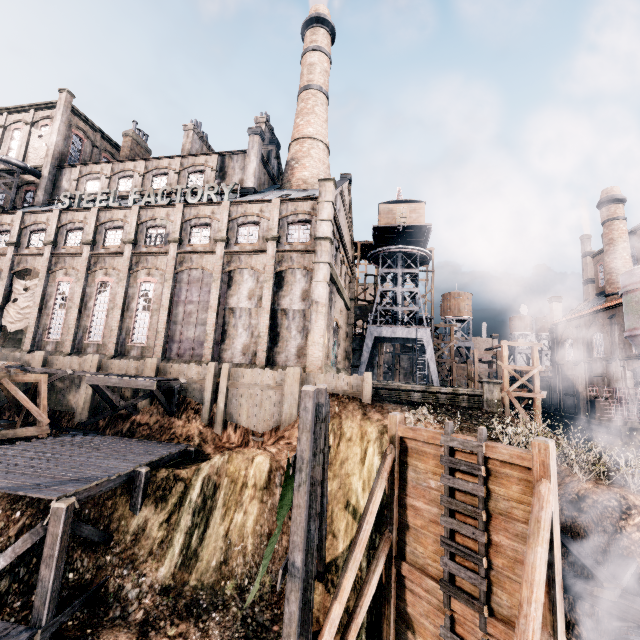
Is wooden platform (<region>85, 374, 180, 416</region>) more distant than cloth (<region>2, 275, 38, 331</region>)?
No

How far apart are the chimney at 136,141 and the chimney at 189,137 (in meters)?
7.54

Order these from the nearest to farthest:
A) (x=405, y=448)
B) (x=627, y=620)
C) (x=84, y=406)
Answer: (x=627, y=620) < (x=405, y=448) < (x=84, y=406)

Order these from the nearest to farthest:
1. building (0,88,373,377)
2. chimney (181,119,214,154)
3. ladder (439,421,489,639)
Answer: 1. ladder (439,421,489,639)
2. building (0,88,373,377)
3. chimney (181,119,214,154)

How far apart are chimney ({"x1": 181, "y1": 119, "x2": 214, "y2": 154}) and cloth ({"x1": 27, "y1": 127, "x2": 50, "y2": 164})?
16.2 meters

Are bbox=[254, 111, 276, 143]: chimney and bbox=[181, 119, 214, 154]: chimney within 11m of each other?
yes

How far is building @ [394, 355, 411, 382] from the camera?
51.9m

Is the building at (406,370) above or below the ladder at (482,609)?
above
